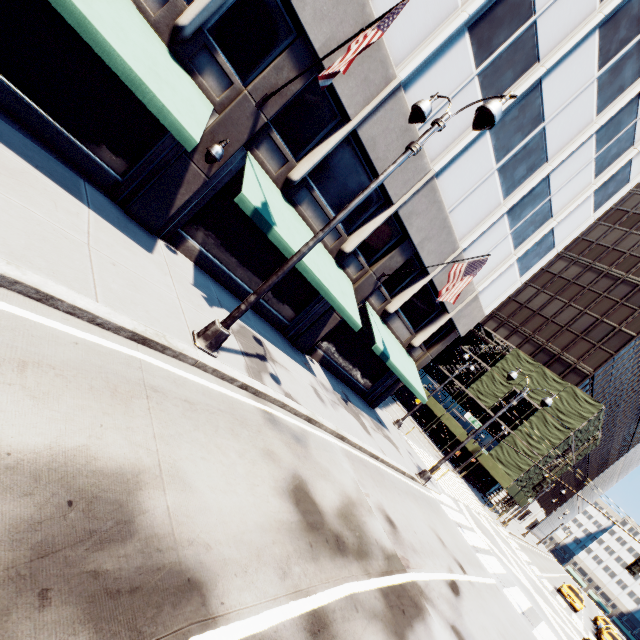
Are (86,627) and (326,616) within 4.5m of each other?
yes

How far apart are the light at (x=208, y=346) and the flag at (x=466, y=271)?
6.34m

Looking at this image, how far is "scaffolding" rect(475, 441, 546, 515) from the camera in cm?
3321

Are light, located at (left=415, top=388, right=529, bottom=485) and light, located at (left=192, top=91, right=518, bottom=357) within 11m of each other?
no

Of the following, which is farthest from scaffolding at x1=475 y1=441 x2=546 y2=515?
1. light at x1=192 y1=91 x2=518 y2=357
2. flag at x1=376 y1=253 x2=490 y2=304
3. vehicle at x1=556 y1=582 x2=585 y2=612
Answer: light at x1=192 y1=91 x2=518 y2=357

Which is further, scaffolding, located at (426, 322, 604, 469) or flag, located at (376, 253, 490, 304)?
scaffolding, located at (426, 322, 604, 469)

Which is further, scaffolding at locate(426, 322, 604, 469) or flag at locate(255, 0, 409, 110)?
scaffolding at locate(426, 322, 604, 469)

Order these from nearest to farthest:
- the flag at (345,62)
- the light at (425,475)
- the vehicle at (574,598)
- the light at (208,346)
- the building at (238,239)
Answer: the light at (208,346) → the flag at (345,62) → the building at (238,239) → the light at (425,475) → the vehicle at (574,598)
